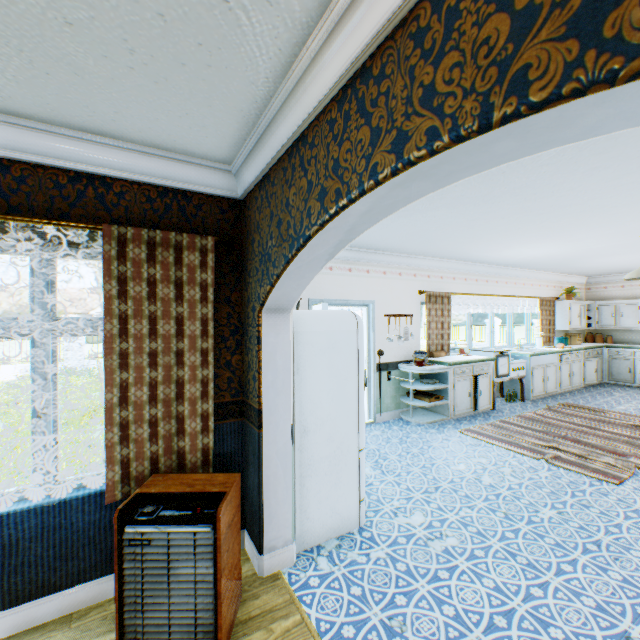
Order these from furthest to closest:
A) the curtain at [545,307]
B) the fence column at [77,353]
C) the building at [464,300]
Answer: the fence column at [77,353] < the building at [464,300] < the curtain at [545,307]

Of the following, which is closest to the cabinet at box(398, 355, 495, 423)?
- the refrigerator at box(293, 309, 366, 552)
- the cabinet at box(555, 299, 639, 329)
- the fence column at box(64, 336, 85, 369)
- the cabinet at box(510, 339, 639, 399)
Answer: the cabinet at box(510, 339, 639, 399)

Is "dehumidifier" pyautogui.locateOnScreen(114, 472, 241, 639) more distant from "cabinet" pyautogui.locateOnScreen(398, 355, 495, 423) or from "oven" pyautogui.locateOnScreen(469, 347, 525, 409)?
"oven" pyautogui.locateOnScreen(469, 347, 525, 409)

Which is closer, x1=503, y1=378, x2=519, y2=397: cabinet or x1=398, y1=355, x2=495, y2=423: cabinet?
x1=398, y1=355, x2=495, y2=423: cabinet

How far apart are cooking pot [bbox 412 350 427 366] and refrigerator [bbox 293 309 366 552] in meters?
2.7

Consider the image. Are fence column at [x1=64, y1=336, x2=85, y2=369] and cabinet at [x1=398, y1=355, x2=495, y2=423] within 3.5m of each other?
no

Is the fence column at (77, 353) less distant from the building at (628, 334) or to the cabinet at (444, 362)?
the building at (628, 334)

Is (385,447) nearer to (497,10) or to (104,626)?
(104,626)
